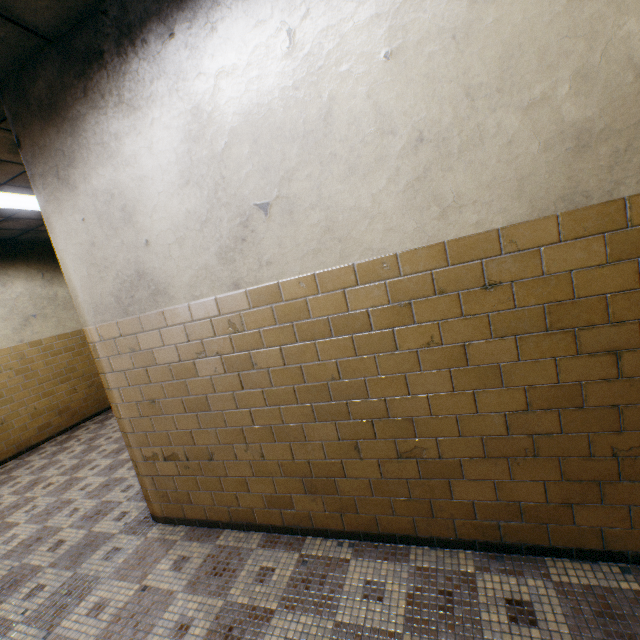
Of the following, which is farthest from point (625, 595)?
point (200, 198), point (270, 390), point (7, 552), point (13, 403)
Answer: point (13, 403)
